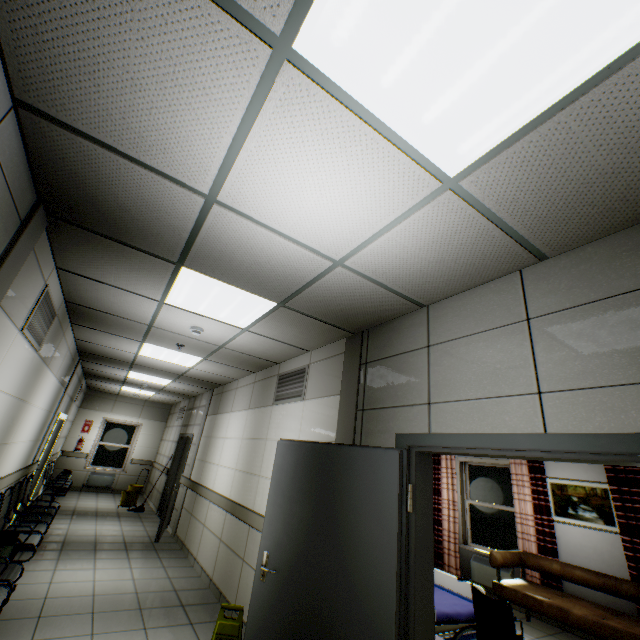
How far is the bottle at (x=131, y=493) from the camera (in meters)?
9.16

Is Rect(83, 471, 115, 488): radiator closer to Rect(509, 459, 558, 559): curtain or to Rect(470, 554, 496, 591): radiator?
Rect(470, 554, 496, 591): radiator

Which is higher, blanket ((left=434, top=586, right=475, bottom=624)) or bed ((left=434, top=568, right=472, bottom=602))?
bed ((left=434, top=568, right=472, bottom=602))

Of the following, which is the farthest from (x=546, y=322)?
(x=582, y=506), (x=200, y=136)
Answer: (x=582, y=506)

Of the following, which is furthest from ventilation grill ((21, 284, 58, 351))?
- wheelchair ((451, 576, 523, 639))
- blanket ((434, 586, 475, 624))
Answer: wheelchair ((451, 576, 523, 639))

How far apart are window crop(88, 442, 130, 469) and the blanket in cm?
1161

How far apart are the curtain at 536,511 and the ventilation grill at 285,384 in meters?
4.8 m

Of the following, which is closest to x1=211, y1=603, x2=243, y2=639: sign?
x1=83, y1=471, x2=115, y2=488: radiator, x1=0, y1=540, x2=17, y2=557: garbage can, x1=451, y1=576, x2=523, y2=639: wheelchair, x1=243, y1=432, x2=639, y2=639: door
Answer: x1=243, y1=432, x2=639, y2=639: door
